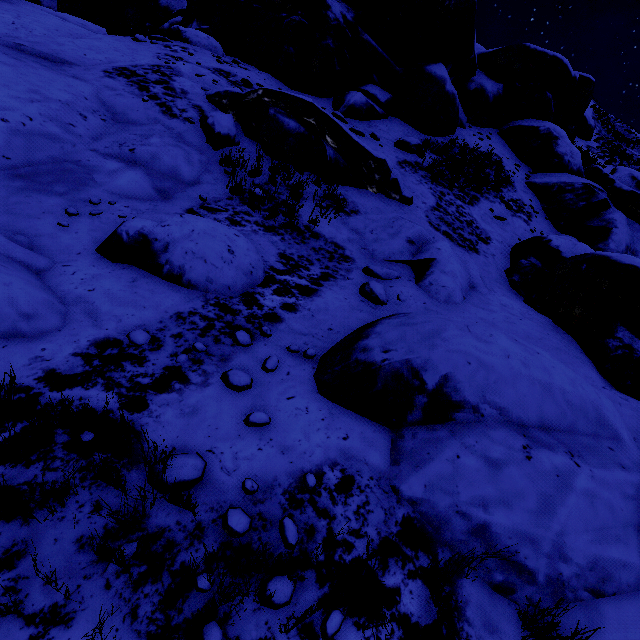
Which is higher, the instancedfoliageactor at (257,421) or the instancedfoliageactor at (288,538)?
the instancedfoliageactor at (288,538)

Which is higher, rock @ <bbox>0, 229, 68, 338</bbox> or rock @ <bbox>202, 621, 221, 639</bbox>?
rock @ <bbox>202, 621, 221, 639</bbox>

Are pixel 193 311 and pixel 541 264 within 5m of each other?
no

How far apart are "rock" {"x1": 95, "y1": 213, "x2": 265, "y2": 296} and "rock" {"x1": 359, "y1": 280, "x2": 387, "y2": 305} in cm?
144

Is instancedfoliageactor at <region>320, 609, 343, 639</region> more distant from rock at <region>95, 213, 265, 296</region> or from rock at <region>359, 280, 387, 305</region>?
rock at <region>359, 280, 387, 305</region>

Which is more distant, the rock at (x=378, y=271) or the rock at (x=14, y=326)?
the rock at (x=378, y=271)

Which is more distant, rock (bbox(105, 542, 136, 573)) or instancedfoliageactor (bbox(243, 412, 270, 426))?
instancedfoliageactor (bbox(243, 412, 270, 426))

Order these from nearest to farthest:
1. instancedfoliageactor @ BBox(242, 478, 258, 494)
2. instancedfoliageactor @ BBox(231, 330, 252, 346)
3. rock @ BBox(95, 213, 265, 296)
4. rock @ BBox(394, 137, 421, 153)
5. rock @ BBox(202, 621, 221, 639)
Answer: rock @ BBox(202, 621, 221, 639)
instancedfoliageactor @ BBox(242, 478, 258, 494)
instancedfoliageactor @ BBox(231, 330, 252, 346)
rock @ BBox(95, 213, 265, 296)
rock @ BBox(394, 137, 421, 153)
